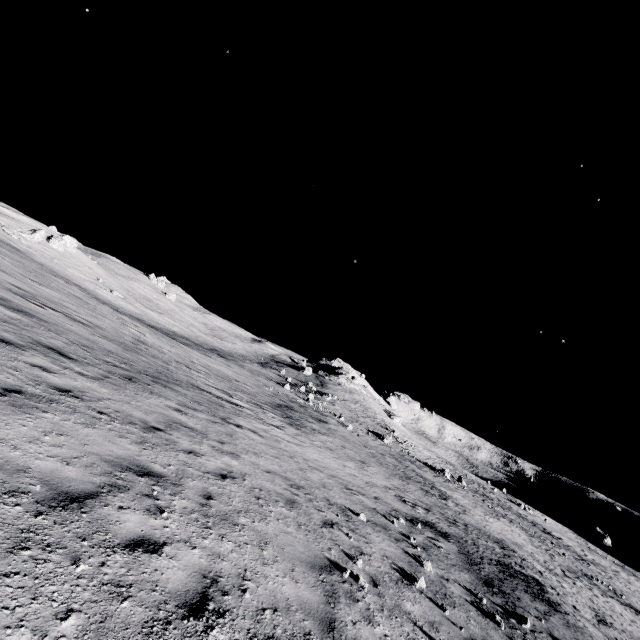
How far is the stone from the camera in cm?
5531

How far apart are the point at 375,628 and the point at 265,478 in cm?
484

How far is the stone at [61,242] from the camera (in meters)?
55.31
